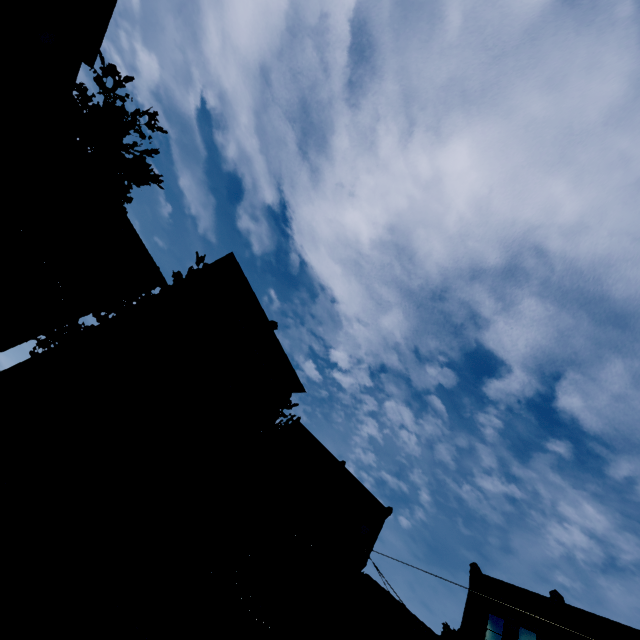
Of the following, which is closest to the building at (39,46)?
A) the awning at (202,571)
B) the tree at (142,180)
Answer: the tree at (142,180)

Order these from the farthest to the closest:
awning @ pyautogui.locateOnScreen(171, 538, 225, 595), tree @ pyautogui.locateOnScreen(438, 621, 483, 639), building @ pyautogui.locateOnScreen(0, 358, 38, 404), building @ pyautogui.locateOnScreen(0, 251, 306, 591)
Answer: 1. tree @ pyautogui.locateOnScreen(438, 621, 483, 639)
2. awning @ pyautogui.locateOnScreen(171, 538, 225, 595)
3. building @ pyautogui.locateOnScreen(0, 251, 306, 591)
4. building @ pyautogui.locateOnScreen(0, 358, 38, 404)

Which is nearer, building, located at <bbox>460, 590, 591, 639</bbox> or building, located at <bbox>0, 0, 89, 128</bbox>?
building, located at <bbox>0, 0, 89, 128</bbox>

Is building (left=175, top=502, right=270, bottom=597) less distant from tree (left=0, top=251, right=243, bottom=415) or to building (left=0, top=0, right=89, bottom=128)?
tree (left=0, top=251, right=243, bottom=415)

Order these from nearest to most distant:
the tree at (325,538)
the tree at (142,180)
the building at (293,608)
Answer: the tree at (142,180) < the tree at (325,538) < the building at (293,608)

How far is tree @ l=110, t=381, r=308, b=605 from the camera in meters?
13.7

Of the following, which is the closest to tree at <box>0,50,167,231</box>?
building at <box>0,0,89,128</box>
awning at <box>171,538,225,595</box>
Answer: awning at <box>171,538,225,595</box>

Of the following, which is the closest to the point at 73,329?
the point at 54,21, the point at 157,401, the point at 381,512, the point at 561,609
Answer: the point at 157,401
